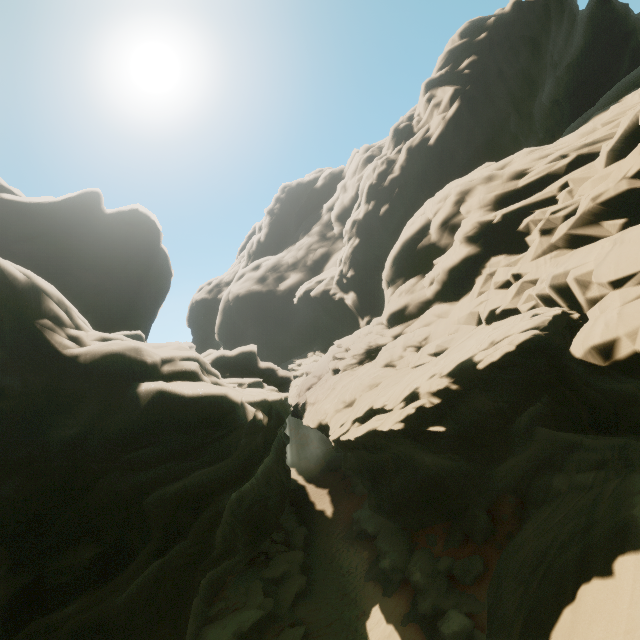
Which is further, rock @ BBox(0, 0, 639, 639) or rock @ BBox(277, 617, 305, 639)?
rock @ BBox(277, 617, 305, 639)

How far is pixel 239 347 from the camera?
31.91m

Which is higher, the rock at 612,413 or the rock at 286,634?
the rock at 612,413

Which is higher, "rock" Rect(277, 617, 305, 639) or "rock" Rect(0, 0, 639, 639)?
"rock" Rect(0, 0, 639, 639)

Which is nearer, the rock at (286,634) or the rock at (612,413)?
the rock at (612,413)
